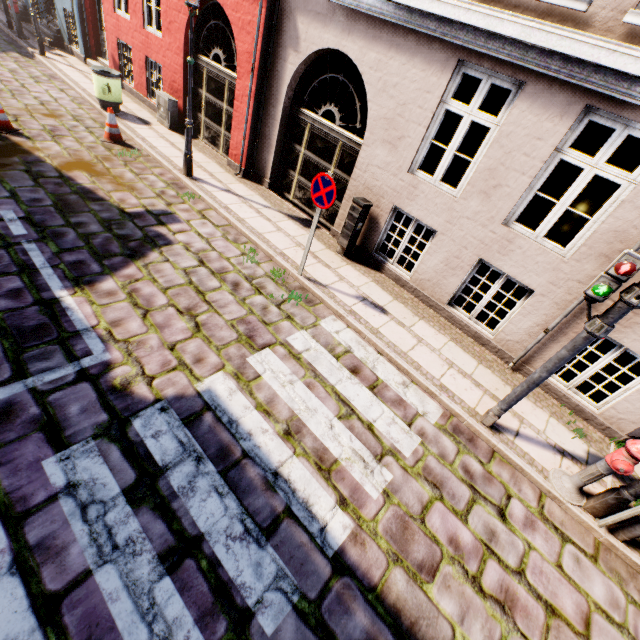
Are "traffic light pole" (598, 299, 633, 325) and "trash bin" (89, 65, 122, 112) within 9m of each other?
no

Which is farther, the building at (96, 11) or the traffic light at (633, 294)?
the building at (96, 11)

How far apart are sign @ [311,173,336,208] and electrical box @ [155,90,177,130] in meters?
7.5

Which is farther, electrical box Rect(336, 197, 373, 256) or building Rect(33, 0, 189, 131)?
building Rect(33, 0, 189, 131)

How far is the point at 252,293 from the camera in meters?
5.6 m

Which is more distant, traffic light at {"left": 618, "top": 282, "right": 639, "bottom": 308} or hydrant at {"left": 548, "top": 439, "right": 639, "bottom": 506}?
hydrant at {"left": 548, "top": 439, "right": 639, "bottom": 506}

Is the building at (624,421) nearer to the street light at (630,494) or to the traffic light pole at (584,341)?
the street light at (630,494)

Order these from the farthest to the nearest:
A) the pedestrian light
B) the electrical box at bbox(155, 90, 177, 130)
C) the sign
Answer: the electrical box at bbox(155, 90, 177, 130) → the sign → the pedestrian light
